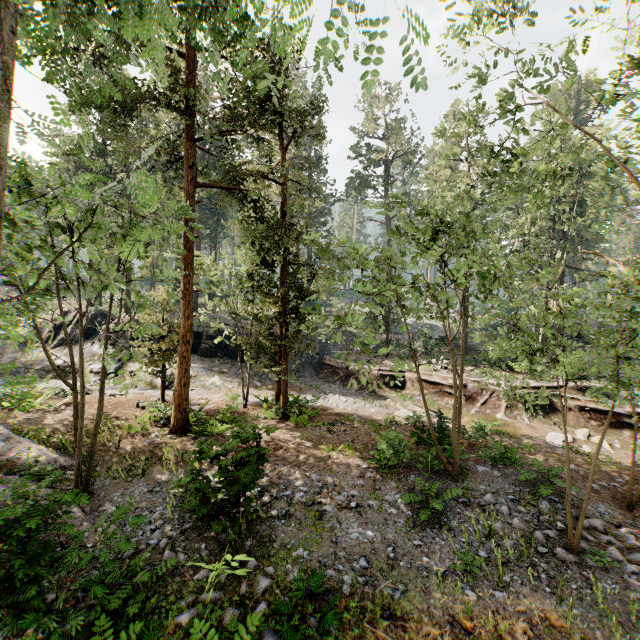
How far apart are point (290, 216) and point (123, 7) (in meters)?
8.76

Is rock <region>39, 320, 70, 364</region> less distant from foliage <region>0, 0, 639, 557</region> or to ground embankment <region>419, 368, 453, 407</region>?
ground embankment <region>419, 368, 453, 407</region>

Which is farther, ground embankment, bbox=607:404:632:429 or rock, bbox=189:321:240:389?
rock, bbox=189:321:240:389

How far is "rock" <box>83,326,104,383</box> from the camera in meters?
21.1

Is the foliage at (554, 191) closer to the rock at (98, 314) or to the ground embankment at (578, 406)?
the ground embankment at (578, 406)

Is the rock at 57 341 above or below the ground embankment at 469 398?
above

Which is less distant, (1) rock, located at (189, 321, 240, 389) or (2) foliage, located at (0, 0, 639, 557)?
(2) foliage, located at (0, 0, 639, 557)
